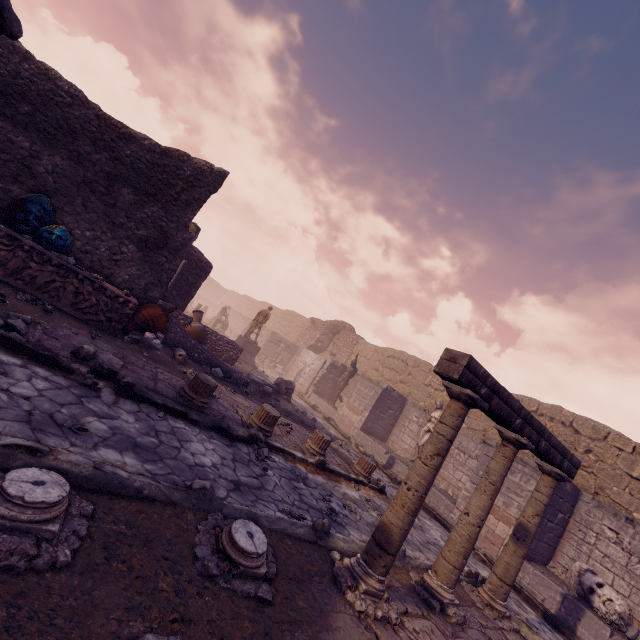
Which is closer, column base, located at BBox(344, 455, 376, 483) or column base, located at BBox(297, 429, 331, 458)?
column base, located at BBox(297, 429, 331, 458)

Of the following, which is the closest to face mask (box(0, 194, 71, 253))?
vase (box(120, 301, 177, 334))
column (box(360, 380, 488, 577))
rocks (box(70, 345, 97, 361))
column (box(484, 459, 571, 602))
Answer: vase (box(120, 301, 177, 334))

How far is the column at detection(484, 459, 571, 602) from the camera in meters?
5.1

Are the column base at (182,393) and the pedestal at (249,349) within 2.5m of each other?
no

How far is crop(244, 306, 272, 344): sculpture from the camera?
17.4 meters

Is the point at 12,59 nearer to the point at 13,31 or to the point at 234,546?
the point at 13,31

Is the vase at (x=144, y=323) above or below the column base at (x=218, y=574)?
above

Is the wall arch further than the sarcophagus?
Yes
